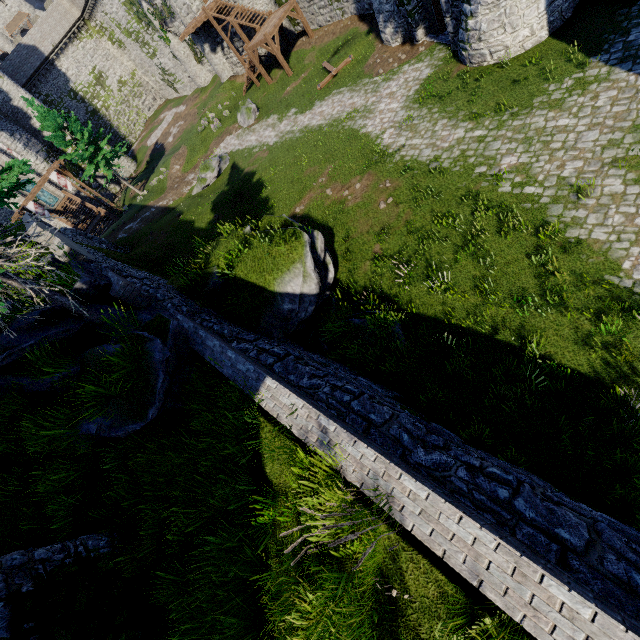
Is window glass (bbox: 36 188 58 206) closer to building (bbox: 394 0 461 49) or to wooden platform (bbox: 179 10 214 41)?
wooden platform (bbox: 179 10 214 41)

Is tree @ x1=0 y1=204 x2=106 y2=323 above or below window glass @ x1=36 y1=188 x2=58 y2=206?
above

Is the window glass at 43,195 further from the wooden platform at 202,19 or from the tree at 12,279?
the tree at 12,279

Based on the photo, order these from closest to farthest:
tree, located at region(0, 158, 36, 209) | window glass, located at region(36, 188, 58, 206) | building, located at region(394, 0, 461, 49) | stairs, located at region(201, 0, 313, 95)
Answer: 1. tree, located at region(0, 158, 36, 209)
2. building, located at region(394, 0, 461, 49)
3. stairs, located at region(201, 0, 313, 95)
4. window glass, located at region(36, 188, 58, 206)

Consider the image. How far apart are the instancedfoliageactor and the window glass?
13.05m

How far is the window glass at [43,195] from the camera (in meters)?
39.12

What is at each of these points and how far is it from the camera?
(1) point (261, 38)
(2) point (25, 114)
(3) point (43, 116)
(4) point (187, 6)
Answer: (1) stairs, 24.95m
(2) building tower, 38.72m
(3) instancedfoliageactor, 29.16m
(4) building, 30.81m

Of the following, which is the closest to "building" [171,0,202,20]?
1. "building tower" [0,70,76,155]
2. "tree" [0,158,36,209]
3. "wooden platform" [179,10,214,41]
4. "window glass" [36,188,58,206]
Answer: "wooden platform" [179,10,214,41]
